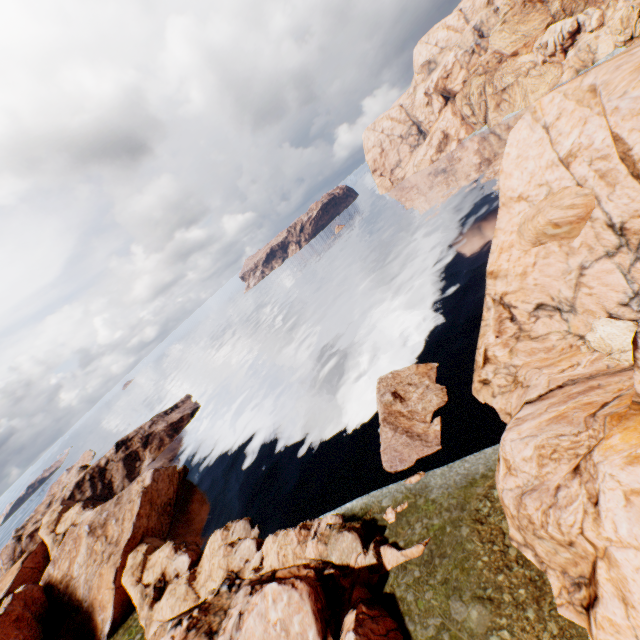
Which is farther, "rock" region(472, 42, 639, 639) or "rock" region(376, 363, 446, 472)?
"rock" region(376, 363, 446, 472)

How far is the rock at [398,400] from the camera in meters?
32.1

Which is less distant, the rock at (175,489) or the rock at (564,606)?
the rock at (564,606)

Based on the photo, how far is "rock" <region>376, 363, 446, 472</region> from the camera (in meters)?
32.09

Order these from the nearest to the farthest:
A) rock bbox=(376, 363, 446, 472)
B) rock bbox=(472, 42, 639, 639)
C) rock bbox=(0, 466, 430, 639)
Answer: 1. rock bbox=(472, 42, 639, 639)
2. rock bbox=(0, 466, 430, 639)
3. rock bbox=(376, 363, 446, 472)

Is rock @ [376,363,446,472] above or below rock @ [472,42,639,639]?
below

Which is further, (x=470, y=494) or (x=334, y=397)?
(x=334, y=397)
